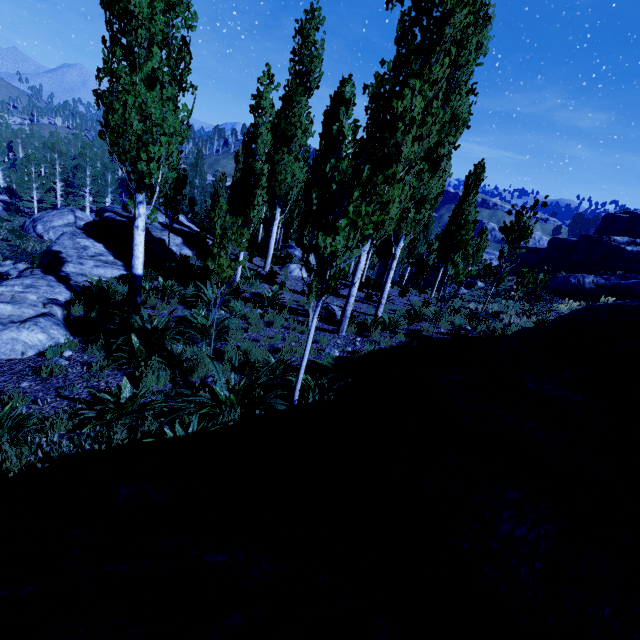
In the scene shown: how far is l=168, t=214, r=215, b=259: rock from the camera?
14.91m

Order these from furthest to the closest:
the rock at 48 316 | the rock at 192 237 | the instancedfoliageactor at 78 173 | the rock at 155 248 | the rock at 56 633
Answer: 1. the instancedfoliageactor at 78 173
2. the rock at 192 237
3. the rock at 155 248
4. the rock at 48 316
5. the rock at 56 633

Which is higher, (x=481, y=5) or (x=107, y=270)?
(x=481, y=5)

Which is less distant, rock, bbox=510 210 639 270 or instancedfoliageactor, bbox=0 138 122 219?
rock, bbox=510 210 639 270

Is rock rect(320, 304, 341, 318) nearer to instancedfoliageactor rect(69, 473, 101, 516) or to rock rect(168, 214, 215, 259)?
instancedfoliageactor rect(69, 473, 101, 516)

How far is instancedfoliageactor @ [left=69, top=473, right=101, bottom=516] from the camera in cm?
303

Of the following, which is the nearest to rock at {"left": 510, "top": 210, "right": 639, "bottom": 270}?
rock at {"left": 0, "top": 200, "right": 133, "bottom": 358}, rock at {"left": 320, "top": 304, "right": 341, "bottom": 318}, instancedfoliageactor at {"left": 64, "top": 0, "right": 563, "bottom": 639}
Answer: instancedfoliageactor at {"left": 64, "top": 0, "right": 563, "bottom": 639}

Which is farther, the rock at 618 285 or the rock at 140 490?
the rock at 618 285
